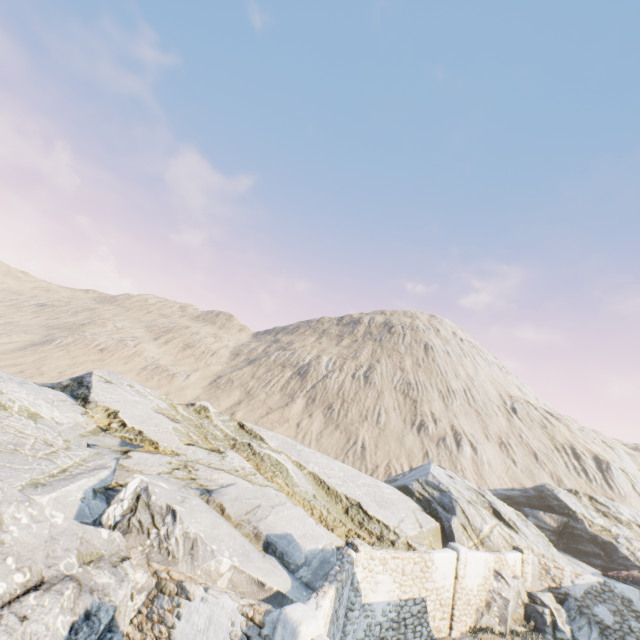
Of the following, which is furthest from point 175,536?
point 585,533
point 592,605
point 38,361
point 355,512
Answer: point 38,361

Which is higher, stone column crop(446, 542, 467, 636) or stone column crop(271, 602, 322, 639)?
stone column crop(271, 602, 322, 639)

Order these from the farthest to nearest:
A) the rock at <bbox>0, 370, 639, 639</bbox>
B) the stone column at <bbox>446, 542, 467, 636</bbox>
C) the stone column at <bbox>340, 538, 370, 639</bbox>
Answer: the stone column at <bbox>446, 542, 467, 636</bbox> → the stone column at <bbox>340, 538, 370, 639</bbox> → the rock at <bbox>0, 370, 639, 639</bbox>

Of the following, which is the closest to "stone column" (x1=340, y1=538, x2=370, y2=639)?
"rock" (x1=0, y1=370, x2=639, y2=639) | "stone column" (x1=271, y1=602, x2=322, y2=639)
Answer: "rock" (x1=0, y1=370, x2=639, y2=639)

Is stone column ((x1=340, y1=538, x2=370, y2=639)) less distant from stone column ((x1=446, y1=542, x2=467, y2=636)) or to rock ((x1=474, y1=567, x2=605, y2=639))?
rock ((x1=474, y1=567, x2=605, y2=639))

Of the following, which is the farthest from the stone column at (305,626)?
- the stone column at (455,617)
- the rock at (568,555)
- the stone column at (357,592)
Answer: the stone column at (455,617)

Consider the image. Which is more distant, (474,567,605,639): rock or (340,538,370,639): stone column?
(474,567,605,639): rock

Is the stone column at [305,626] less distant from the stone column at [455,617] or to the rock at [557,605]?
the rock at [557,605]
